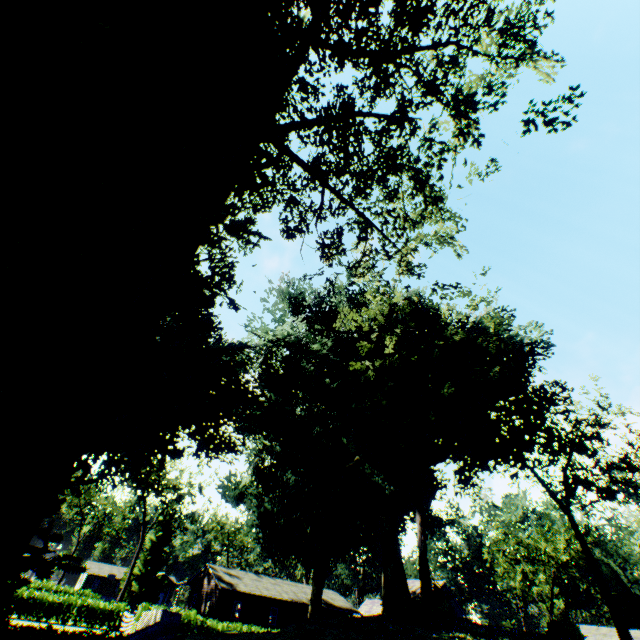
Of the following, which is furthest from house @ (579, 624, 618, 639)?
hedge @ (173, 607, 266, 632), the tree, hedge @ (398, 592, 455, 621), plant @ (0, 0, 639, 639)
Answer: hedge @ (398, 592, 455, 621)

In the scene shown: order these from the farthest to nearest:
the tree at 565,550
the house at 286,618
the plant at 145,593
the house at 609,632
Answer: the tree at 565,550 → the plant at 145,593 → the house at 286,618 → the house at 609,632

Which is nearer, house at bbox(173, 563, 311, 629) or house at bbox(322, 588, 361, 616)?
house at bbox(173, 563, 311, 629)

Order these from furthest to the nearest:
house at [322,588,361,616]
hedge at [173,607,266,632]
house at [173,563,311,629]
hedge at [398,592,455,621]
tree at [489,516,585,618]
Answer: tree at [489,516,585,618], house at [322,588,361,616], house at [173,563,311,629], hedge at [173,607,266,632], hedge at [398,592,455,621]

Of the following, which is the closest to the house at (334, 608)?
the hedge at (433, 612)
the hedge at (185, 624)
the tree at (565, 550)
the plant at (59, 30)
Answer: the plant at (59, 30)

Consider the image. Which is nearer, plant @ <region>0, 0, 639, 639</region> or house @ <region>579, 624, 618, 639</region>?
plant @ <region>0, 0, 639, 639</region>

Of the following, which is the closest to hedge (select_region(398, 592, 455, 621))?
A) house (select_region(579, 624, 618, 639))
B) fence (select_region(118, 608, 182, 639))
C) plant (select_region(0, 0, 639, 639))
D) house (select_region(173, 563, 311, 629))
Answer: plant (select_region(0, 0, 639, 639))

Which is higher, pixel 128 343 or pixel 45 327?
pixel 128 343
